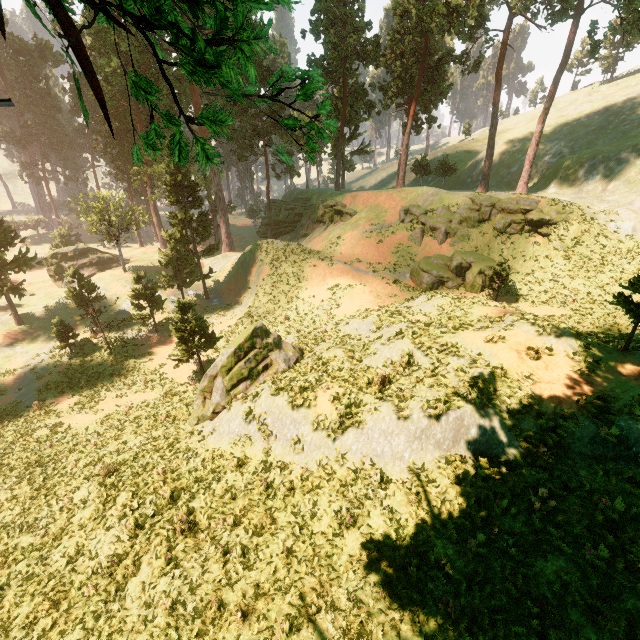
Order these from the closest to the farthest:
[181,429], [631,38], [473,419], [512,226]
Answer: [473,419]
[181,429]
[631,38]
[512,226]

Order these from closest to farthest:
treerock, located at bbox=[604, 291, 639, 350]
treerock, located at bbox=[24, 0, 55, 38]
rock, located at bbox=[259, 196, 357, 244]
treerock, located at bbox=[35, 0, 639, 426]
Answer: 1. treerock, located at bbox=[24, 0, 55, 38]
2. treerock, located at bbox=[35, 0, 639, 426]
3. treerock, located at bbox=[604, 291, 639, 350]
4. rock, located at bbox=[259, 196, 357, 244]

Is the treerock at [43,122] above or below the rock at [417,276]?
above

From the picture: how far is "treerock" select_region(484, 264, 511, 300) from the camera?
25.2m

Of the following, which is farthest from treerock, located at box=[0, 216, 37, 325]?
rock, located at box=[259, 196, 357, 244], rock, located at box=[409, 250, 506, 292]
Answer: rock, located at box=[409, 250, 506, 292]

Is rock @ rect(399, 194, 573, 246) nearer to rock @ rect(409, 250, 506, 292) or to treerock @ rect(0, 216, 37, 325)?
rock @ rect(409, 250, 506, 292)

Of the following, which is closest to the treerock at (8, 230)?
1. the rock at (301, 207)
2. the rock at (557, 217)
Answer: the rock at (301, 207)

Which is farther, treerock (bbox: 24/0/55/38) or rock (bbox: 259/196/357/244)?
rock (bbox: 259/196/357/244)
